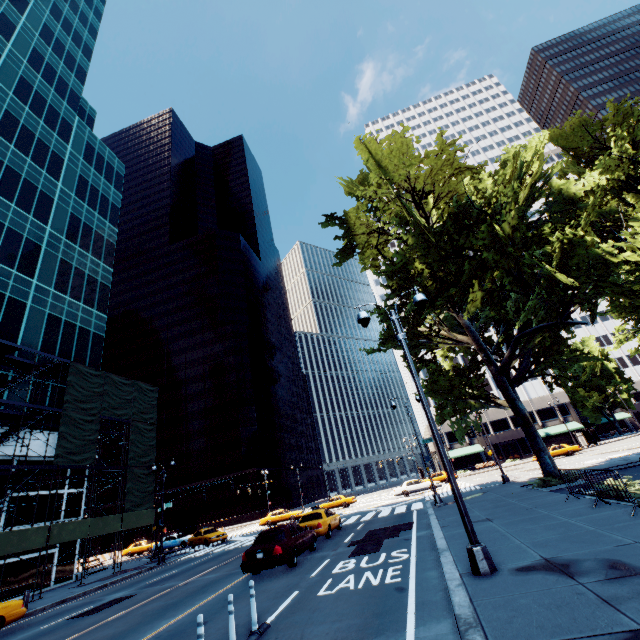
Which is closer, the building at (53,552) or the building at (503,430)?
the building at (53,552)

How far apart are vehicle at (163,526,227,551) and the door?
47.8 meters

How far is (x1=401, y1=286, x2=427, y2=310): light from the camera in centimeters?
1000cm

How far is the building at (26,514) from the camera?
23.30m

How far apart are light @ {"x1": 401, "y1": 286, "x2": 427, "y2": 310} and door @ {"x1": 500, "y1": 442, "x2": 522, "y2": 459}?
58.6 meters

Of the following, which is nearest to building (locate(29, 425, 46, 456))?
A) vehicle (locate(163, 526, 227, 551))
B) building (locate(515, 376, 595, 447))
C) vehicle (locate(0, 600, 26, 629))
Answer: vehicle (locate(0, 600, 26, 629))

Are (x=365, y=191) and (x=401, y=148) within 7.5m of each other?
yes
